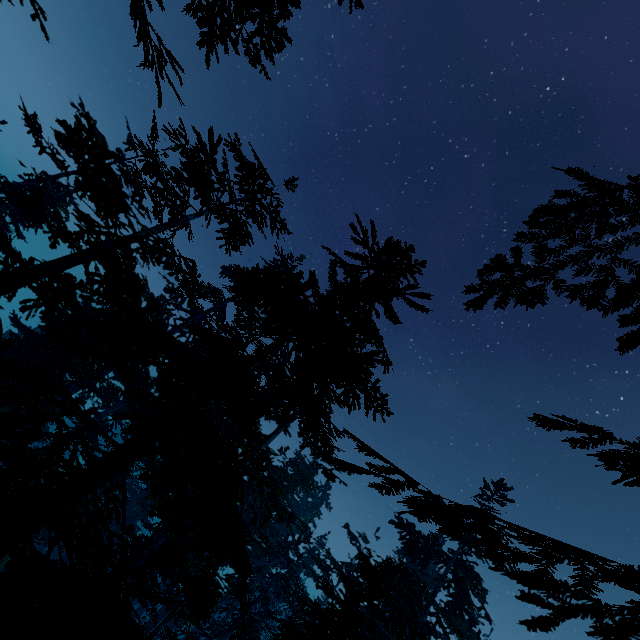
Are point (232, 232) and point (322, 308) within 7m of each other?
no

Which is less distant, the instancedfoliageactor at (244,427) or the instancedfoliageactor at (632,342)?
the instancedfoliageactor at (244,427)

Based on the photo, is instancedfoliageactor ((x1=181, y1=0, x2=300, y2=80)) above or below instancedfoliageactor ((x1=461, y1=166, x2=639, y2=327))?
above

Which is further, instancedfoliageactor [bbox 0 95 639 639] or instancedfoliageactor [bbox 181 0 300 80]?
instancedfoliageactor [bbox 181 0 300 80]
